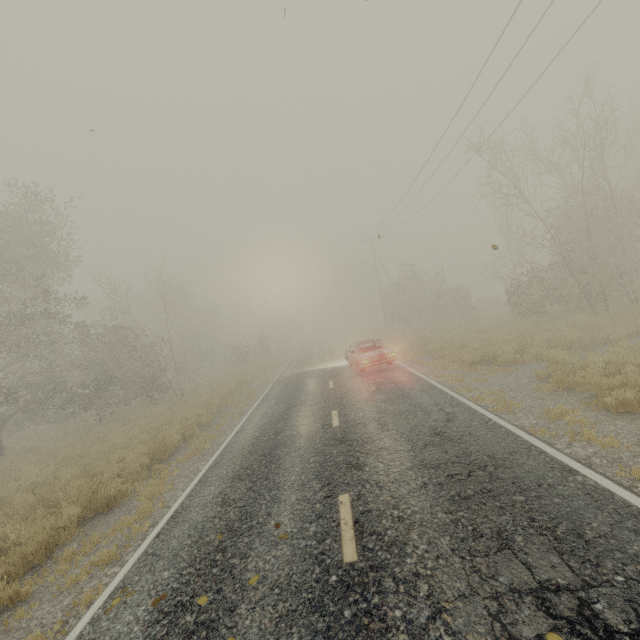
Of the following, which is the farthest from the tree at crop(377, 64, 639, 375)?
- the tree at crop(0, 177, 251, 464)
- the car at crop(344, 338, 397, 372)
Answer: the tree at crop(0, 177, 251, 464)

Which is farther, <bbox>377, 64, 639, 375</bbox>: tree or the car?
the car

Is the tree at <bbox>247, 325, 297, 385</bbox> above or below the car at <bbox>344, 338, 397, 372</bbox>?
above

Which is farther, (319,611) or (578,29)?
(578,29)

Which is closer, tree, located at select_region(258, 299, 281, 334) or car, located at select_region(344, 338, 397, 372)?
Result: car, located at select_region(344, 338, 397, 372)

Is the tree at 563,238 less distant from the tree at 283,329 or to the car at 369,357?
the car at 369,357

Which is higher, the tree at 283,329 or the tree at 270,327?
the tree at 270,327

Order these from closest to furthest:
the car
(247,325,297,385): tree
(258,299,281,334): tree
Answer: the car < (247,325,297,385): tree < (258,299,281,334): tree
